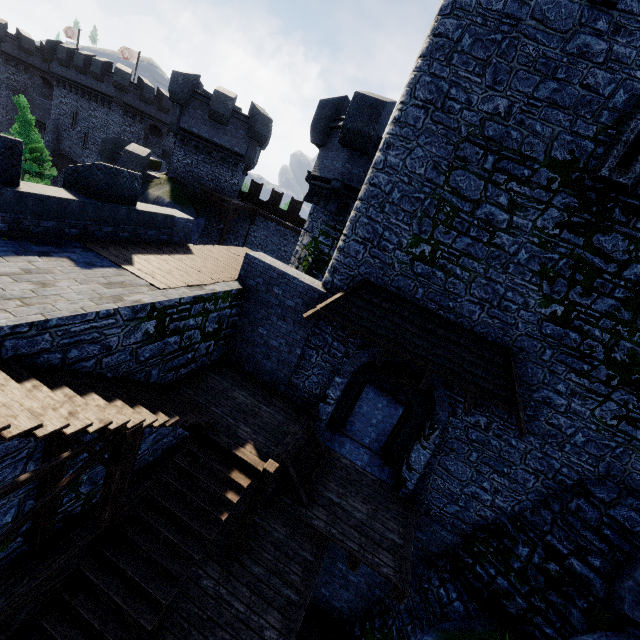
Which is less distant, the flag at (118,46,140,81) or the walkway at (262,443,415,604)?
the walkway at (262,443,415,604)

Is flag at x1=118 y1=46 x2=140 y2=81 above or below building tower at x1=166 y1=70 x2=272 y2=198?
above

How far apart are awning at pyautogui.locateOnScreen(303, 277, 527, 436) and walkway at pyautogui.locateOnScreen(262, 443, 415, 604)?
3.6 meters

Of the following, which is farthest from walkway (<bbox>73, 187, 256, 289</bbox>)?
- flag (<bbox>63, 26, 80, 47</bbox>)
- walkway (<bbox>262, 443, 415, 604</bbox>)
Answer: flag (<bbox>63, 26, 80, 47</bbox>)

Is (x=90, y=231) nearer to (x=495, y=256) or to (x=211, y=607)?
(x=211, y=607)

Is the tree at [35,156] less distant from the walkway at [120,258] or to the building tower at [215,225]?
the building tower at [215,225]

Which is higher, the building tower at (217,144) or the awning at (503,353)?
the building tower at (217,144)

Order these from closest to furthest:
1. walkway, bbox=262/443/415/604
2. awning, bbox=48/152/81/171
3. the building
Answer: walkway, bbox=262/443/415/604, the building, awning, bbox=48/152/81/171
